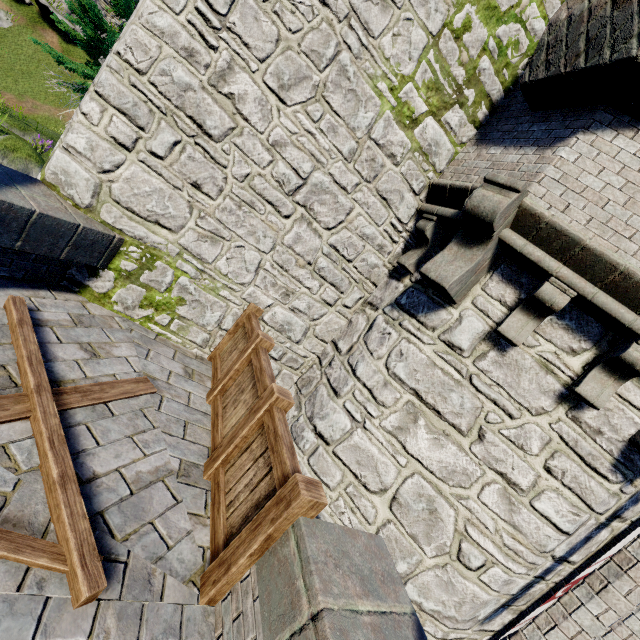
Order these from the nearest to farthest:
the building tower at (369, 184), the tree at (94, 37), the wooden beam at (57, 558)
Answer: →
the wooden beam at (57, 558)
the building tower at (369, 184)
the tree at (94, 37)

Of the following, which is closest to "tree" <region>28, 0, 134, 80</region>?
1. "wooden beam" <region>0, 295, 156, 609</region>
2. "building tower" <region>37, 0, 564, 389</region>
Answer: "building tower" <region>37, 0, 564, 389</region>

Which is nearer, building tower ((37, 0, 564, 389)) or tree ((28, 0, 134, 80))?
building tower ((37, 0, 564, 389))

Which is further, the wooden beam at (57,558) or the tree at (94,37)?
the tree at (94,37)

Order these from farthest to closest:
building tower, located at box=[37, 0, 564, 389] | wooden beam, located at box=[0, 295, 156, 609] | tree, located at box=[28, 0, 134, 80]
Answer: tree, located at box=[28, 0, 134, 80], building tower, located at box=[37, 0, 564, 389], wooden beam, located at box=[0, 295, 156, 609]

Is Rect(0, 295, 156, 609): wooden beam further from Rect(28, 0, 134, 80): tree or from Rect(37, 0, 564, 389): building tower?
Rect(28, 0, 134, 80): tree

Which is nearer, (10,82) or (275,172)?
(275,172)
